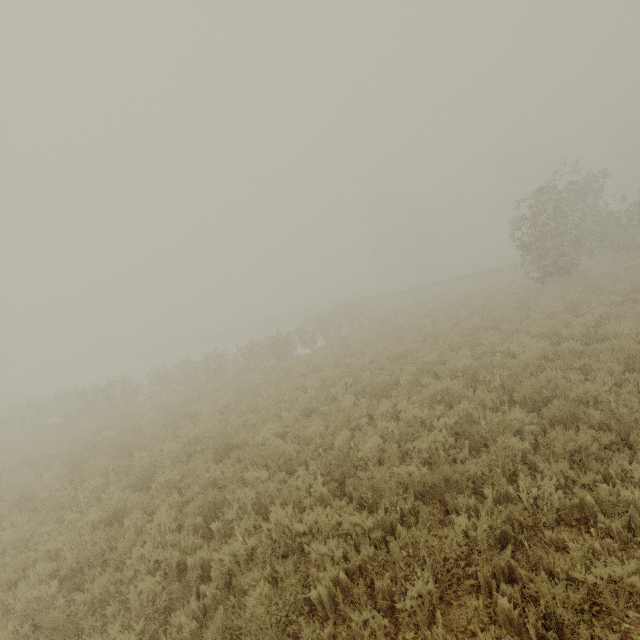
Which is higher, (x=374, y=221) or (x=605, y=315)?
(x=374, y=221)
